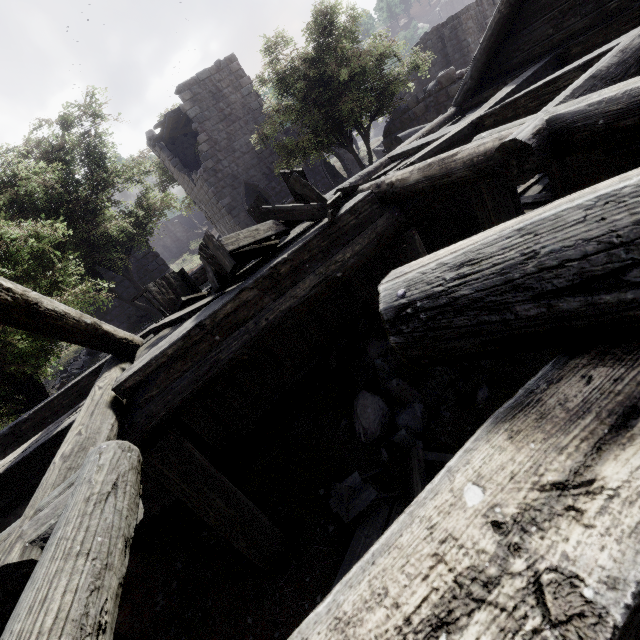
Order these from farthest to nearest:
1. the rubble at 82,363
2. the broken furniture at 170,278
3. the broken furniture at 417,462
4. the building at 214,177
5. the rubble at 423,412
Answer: the building at 214,177 < the rubble at 82,363 < the rubble at 423,412 < the broken furniture at 417,462 < the broken furniture at 170,278

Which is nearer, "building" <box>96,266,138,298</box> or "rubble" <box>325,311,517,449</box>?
"rubble" <box>325,311,517,449</box>

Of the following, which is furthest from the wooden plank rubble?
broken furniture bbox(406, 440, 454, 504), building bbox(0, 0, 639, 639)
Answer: broken furniture bbox(406, 440, 454, 504)

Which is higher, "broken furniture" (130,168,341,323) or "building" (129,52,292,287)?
"building" (129,52,292,287)

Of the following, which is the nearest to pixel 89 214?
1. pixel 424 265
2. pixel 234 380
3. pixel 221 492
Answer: pixel 234 380

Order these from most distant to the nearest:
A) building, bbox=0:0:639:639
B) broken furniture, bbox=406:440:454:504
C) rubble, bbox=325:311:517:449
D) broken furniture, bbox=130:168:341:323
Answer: rubble, bbox=325:311:517:449
broken furniture, bbox=406:440:454:504
broken furniture, bbox=130:168:341:323
building, bbox=0:0:639:639

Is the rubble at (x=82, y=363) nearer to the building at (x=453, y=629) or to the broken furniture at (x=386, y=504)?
the building at (x=453, y=629)

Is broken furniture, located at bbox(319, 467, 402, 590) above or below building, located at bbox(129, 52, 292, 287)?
below
